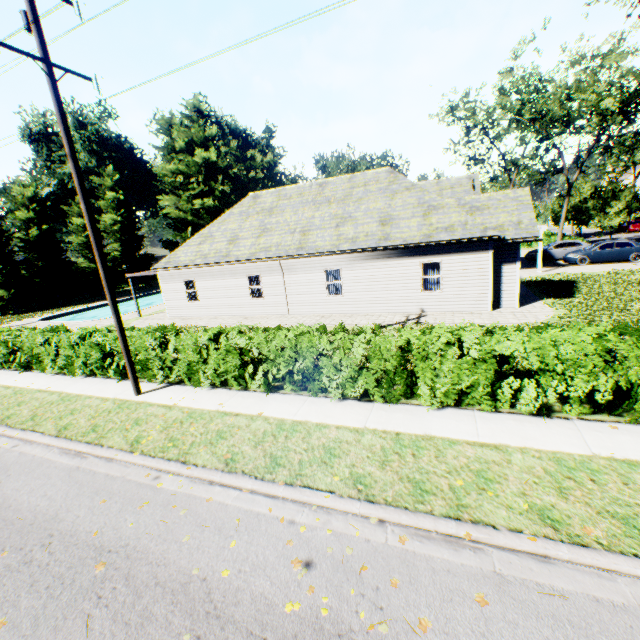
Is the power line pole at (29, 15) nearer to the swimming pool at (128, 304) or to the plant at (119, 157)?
the swimming pool at (128, 304)

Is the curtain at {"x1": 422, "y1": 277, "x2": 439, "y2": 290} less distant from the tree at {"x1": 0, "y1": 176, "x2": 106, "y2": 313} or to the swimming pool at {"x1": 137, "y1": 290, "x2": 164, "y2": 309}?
the tree at {"x1": 0, "y1": 176, "x2": 106, "y2": 313}

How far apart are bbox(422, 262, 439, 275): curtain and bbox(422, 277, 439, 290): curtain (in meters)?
0.08

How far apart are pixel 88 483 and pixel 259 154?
53.5 meters

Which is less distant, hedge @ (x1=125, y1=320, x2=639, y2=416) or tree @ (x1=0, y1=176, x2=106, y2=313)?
hedge @ (x1=125, y1=320, x2=639, y2=416)

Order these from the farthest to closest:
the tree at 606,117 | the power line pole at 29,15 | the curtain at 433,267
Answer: the tree at 606,117, the curtain at 433,267, the power line pole at 29,15

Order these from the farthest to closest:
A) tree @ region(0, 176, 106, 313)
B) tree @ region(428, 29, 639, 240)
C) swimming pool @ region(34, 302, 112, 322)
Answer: tree @ region(0, 176, 106, 313) → swimming pool @ region(34, 302, 112, 322) → tree @ region(428, 29, 639, 240)

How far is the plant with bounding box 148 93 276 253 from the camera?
44.2m
